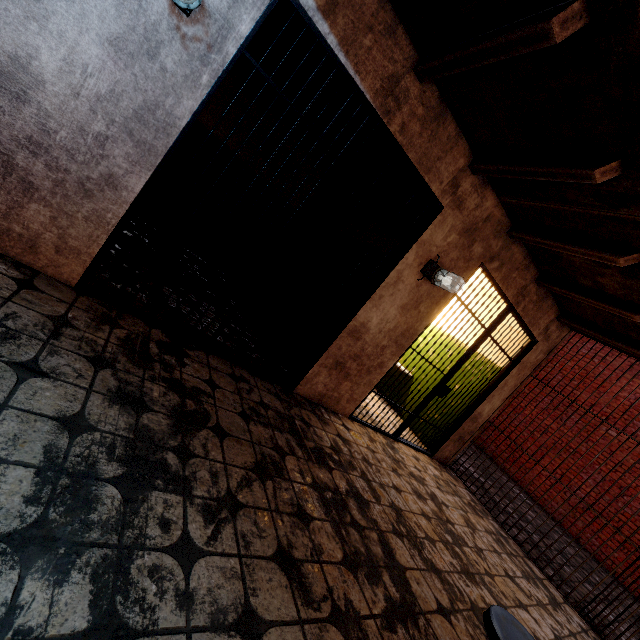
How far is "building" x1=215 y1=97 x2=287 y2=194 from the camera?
5.34m

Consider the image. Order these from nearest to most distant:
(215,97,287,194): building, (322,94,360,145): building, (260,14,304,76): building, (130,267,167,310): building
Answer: (130,267,167,310): building, (260,14,304,76): building, (322,94,360,145): building, (215,97,287,194): building

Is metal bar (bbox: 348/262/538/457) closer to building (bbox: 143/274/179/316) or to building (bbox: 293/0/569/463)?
building (bbox: 293/0/569/463)

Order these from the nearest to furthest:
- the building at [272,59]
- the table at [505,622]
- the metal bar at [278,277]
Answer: the table at [505,622] → the metal bar at [278,277] → the building at [272,59]

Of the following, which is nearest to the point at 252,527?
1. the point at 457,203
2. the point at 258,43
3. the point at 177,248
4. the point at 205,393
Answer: the point at 205,393

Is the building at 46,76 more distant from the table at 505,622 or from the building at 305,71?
the table at 505,622

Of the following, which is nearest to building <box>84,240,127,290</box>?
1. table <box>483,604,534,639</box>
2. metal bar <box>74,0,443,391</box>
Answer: metal bar <box>74,0,443,391</box>
